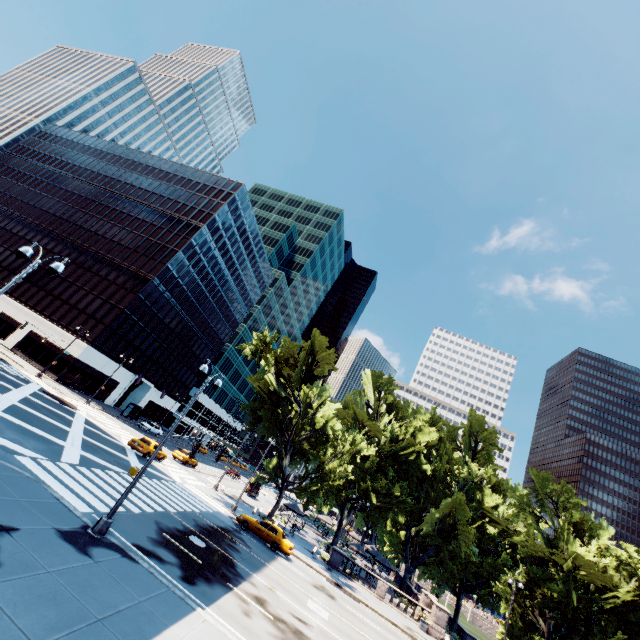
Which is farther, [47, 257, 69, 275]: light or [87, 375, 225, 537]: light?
[87, 375, 225, 537]: light

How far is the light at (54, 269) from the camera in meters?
11.5

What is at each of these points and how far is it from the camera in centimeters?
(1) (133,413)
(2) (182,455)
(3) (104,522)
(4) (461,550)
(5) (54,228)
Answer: (1) bus stop, 5231cm
(2) vehicle, 4006cm
(3) light, 1211cm
(4) tree, 3925cm
(5) building, 5947cm

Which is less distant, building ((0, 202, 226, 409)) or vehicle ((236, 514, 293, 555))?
vehicle ((236, 514, 293, 555))

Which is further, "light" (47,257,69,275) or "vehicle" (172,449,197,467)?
"vehicle" (172,449,197,467)

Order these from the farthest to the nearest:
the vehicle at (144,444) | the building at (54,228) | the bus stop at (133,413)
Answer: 1. the bus stop at (133,413)
2. the building at (54,228)
3. the vehicle at (144,444)

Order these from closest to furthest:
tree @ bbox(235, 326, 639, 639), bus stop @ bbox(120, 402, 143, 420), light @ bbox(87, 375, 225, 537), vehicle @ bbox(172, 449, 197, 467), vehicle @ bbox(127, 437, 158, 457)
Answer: light @ bbox(87, 375, 225, 537) → tree @ bbox(235, 326, 639, 639) → vehicle @ bbox(127, 437, 158, 457) → vehicle @ bbox(172, 449, 197, 467) → bus stop @ bbox(120, 402, 143, 420)

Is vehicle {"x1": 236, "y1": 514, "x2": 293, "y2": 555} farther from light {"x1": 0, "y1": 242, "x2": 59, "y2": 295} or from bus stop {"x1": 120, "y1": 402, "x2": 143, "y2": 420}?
light {"x1": 0, "y1": 242, "x2": 59, "y2": 295}
